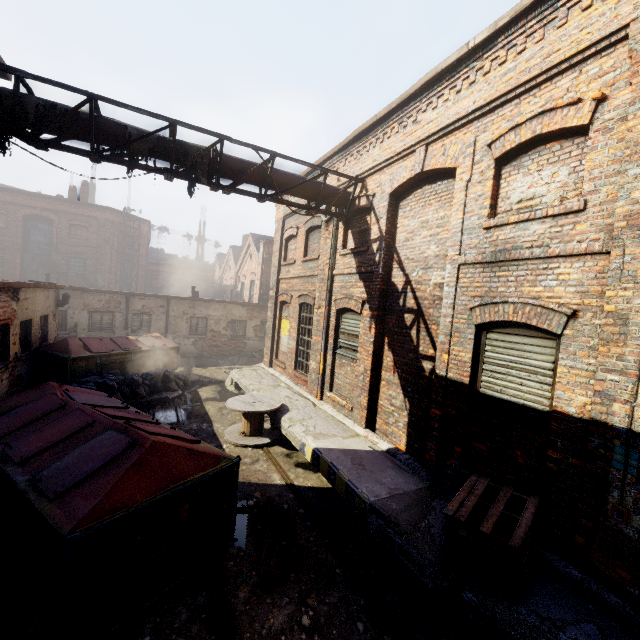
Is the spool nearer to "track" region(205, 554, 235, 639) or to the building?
the building

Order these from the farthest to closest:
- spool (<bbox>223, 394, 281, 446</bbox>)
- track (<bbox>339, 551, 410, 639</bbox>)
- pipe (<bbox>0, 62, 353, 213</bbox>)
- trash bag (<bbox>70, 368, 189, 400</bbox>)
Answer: trash bag (<bbox>70, 368, 189, 400</bbox>) < spool (<bbox>223, 394, 281, 446</bbox>) < pipe (<bbox>0, 62, 353, 213</bbox>) < track (<bbox>339, 551, 410, 639</bbox>)

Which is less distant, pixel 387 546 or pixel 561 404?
pixel 561 404

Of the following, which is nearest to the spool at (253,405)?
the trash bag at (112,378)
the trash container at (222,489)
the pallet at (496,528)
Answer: the trash container at (222,489)

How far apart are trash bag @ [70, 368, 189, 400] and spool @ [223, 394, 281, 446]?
3.90m

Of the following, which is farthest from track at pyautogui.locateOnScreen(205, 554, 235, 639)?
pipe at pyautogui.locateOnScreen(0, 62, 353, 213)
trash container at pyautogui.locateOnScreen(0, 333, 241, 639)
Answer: pipe at pyautogui.locateOnScreen(0, 62, 353, 213)

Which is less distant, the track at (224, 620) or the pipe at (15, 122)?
the track at (224, 620)

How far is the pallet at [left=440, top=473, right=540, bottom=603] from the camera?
3.5m
